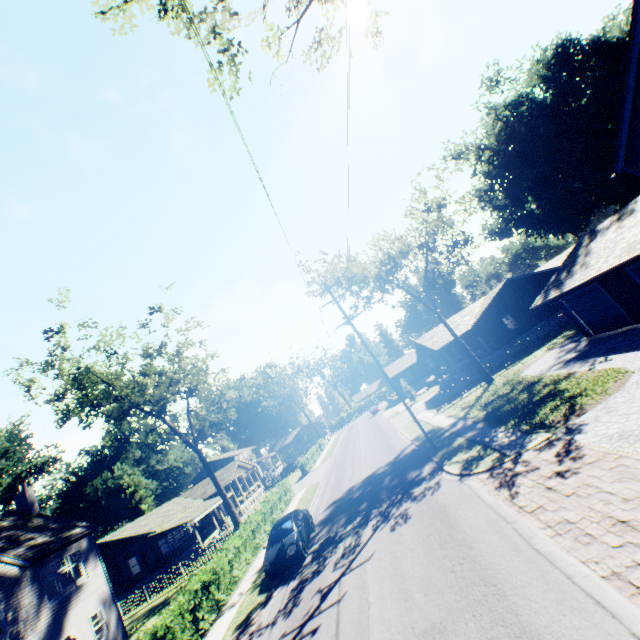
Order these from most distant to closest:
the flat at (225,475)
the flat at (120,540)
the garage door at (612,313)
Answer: A:
the flat at (225,475)
the flat at (120,540)
the garage door at (612,313)

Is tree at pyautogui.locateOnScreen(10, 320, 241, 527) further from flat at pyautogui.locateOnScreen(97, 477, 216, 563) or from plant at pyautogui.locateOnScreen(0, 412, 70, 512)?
flat at pyautogui.locateOnScreen(97, 477, 216, 563)

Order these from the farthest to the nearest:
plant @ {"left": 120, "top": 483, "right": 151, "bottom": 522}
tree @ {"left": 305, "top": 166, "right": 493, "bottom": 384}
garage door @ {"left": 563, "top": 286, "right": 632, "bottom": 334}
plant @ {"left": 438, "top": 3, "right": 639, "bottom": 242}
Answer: plant @ {"left": 120, "top": 483, "right": 151, "bottom": 522}, plant @ {"left": 438, "top": 3, "right": 639, "bottom": 242}, tree @ {"left": 305, "top": 166, "right": 493, "bottom": 384}, garage door @ {"left": 563, "top": 286, "right": 632, "bottom": 334}

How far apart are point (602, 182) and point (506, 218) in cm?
1009

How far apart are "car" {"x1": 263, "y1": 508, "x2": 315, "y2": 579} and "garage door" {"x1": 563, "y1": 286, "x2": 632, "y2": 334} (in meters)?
20.90

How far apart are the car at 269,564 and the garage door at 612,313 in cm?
2090

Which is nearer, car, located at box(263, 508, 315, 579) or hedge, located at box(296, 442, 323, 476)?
car, located at box(263, 508, 315, 579)

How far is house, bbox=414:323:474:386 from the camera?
33.54m
